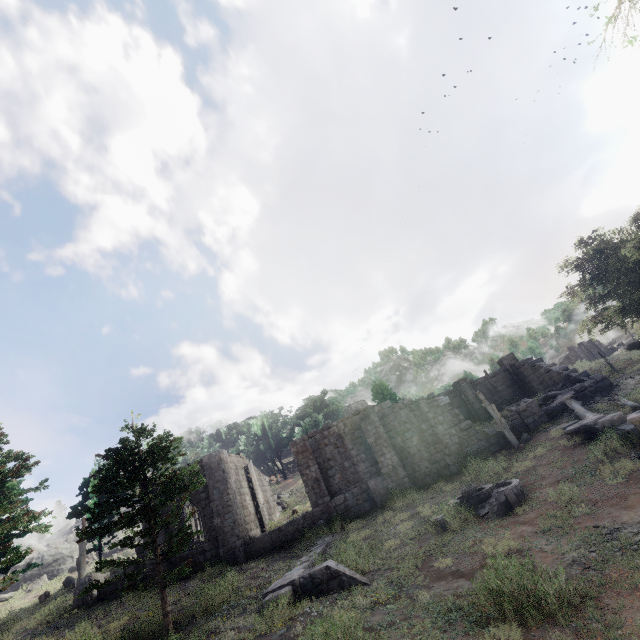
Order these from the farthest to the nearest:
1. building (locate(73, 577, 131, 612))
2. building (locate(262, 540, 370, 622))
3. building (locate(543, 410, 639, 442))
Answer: building (locate(73, 577, 131, 612)) < building (locate(543, 410, 639, 442)) < building (locate(262, 540, 370, 622))

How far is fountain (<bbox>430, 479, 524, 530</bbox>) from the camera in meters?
12.0

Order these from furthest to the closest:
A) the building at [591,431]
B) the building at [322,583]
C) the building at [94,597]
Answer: the building at [94,597] → the building at [591,431] → the building at [322,583]

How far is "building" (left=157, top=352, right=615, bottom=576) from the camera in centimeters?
1986cm

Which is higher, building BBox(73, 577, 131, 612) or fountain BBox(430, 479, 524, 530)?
building BBox(73, 577, 131, 612)

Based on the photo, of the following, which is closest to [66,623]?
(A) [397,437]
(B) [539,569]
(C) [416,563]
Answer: (C) [416,563]

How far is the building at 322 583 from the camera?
9.5m
